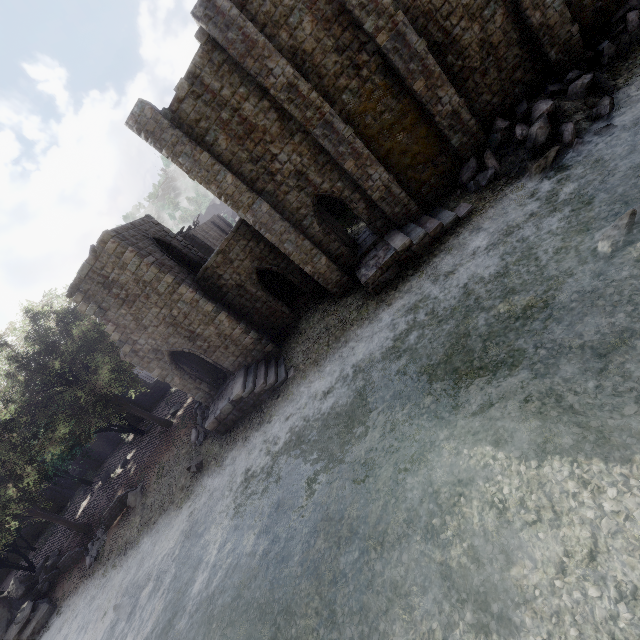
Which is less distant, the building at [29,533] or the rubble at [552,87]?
the rubble at [552,87]

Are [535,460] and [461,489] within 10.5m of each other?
yes

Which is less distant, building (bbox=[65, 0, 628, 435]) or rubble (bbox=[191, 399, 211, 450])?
building (bbox=[65, 0, 628, 435])

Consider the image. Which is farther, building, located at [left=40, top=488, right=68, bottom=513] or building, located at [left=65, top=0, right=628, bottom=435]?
building, located at [left=40, top=488, right=68, bottom=513]

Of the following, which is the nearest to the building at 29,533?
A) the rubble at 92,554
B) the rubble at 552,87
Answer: the rubble at 552,87

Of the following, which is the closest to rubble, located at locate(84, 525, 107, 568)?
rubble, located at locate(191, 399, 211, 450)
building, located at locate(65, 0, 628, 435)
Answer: Result: rubble, located at locate(191, 399, 211, 450)

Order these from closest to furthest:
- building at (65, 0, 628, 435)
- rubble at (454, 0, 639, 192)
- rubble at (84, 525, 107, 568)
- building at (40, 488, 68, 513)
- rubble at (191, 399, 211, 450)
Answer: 1. rubble at (454, 0, 639, 192)
2. building at (65, 0, 628, 435)
3. rubble at (191, 399, 211, 450)
4. rubble at (84, 525, 107, 568)
5. building at (40, 488, 68, 513)

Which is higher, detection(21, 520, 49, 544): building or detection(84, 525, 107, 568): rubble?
detection(21, 520, 49, 544): building
